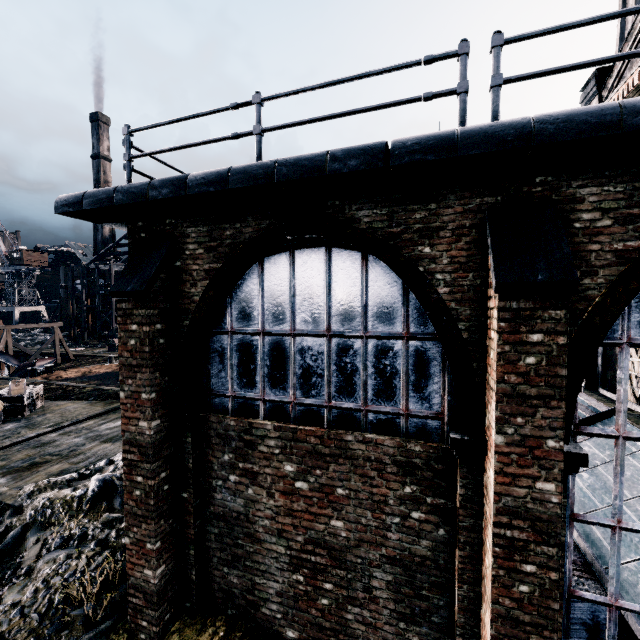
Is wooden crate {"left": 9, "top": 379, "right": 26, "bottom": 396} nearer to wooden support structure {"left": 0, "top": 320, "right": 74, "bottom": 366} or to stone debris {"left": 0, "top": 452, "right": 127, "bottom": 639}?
stone debris {"left": 0, "top": 452, "right": 127, "bottom": 639}

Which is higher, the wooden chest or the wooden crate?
the wooden crate

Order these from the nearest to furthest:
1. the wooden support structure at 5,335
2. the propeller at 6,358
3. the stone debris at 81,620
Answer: the stone debris at 81,620 → the propeller at 6,358 → the wooden support structure at 5,335

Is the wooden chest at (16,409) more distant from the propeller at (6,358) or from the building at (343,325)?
the building at (343,325)

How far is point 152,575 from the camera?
5.75m

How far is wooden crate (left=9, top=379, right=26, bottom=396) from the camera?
17.22m

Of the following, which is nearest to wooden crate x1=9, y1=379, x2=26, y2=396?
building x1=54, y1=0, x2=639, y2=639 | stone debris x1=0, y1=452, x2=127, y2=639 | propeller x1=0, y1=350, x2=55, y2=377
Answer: stone debris x1=0, y1=452, x2=127, y2=639

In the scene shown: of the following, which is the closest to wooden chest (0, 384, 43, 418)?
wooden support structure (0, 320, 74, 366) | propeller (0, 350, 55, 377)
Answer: propeller (0, 350, 55, 377)
